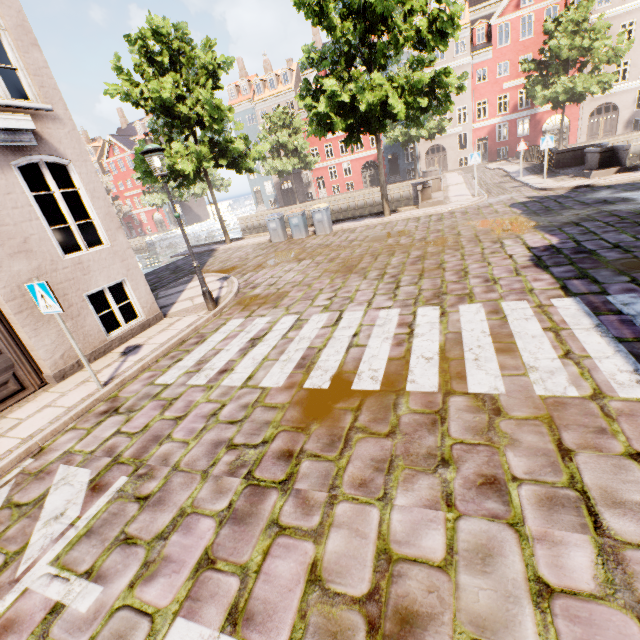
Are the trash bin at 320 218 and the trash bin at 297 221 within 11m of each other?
yes

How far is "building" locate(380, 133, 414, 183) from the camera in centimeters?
3944cm

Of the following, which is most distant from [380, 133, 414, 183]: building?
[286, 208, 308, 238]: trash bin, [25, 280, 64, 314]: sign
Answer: [286, 208, 308, 238]: trash bin

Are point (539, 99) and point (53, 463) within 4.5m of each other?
no

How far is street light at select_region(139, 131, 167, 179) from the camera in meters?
6.5

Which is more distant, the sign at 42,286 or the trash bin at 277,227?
the trash bin at 277,227

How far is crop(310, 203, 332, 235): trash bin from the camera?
15.2 meters
